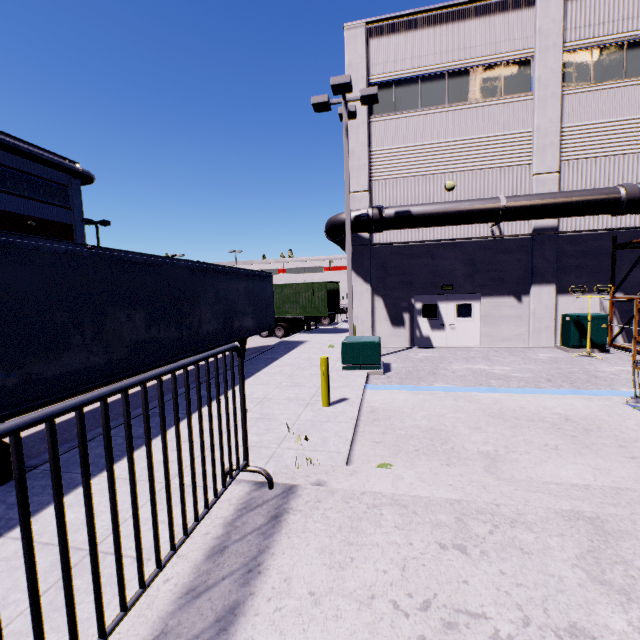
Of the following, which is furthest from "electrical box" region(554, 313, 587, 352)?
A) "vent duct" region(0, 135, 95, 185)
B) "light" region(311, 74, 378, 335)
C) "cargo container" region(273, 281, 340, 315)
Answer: "vent duct" region(0, 135, 95, 185)

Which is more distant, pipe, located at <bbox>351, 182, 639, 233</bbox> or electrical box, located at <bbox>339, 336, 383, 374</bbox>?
pipe, located at <bbox>351, 182, 639, 233</bbox>

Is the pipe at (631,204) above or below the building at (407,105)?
below

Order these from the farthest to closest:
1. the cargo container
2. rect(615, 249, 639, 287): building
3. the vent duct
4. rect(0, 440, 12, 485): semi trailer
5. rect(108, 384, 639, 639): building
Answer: the vent duct → the cargo container → rect(615, 249, 639, 287): building → rect(0, 440, 12, 485): semi trailer → rect(108, 384, 639, 639): building

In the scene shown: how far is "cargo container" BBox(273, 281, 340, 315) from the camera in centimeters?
2012cm

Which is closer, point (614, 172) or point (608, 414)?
point (608, 414)

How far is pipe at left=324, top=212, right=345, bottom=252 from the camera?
14.56m

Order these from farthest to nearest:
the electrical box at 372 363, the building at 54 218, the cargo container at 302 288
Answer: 1. the building at 54 218
2. the cargo container at 302 288
3. the electrical box at 372 363
